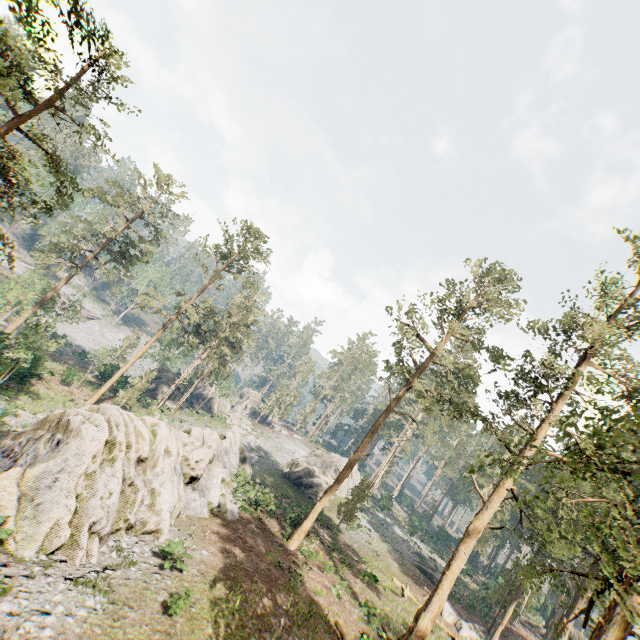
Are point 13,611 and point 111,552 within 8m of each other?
yes

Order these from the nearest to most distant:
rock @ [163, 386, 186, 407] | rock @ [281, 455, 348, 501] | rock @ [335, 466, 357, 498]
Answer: rock @ [281, 455, 348, 501]
rock @ [335, 466, 357, 498]
rock @ [163, 386, 186, 407]

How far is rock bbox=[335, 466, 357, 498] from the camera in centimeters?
4931cm

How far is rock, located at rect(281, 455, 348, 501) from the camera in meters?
41.4 m

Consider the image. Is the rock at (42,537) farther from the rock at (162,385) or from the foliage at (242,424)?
the rock at (162,385)

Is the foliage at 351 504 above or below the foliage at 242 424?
above

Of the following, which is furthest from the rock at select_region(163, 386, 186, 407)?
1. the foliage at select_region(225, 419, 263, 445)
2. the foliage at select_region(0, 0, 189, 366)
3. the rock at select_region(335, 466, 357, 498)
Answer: the rock at select_region(335, 466, 357, 498)

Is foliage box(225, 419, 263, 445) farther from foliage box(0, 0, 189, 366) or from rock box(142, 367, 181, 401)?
foliage box(0, 0, 189, 366)
